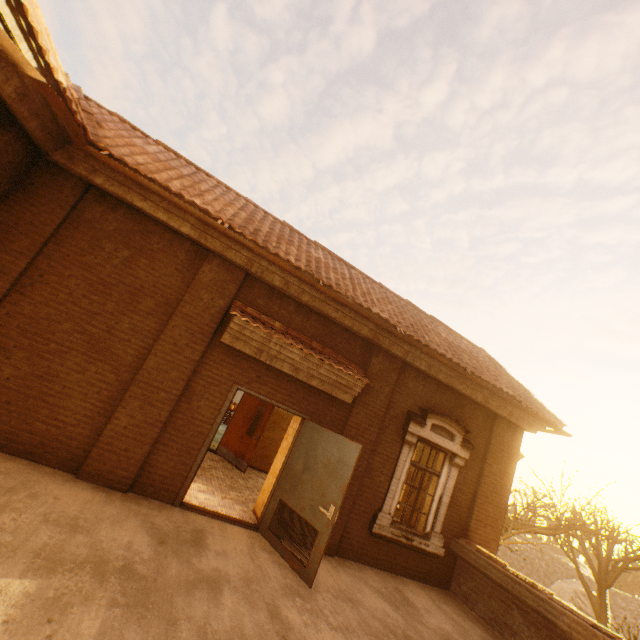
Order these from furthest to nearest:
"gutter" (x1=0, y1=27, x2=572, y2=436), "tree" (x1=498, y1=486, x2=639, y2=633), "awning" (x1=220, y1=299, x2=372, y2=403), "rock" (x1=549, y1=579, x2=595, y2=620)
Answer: "rock" (x1=549, y1=579, x2=595, y2=620)
"tree" (x1=498, y1=486, x2=639, y2=633)
"awning" (x1=220, y1=299, x2=372, y2=403)
"gutter" (x1=0, y1=27, x2=572, y2=436)

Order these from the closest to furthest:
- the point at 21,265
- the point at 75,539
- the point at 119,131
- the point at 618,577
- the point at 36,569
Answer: the point at 36,569
the point at 75,539
the point at 21,265
the point at 119,131
the point at 618,577

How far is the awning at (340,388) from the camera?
5.8m

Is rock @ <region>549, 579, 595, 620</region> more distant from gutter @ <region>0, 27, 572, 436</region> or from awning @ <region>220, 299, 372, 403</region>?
awning @ <region>220, 299, 372, 403</region>

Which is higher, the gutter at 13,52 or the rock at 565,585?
the gutter at 13,52

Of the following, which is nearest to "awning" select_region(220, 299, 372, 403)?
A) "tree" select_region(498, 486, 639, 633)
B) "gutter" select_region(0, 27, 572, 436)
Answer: "gutter" select_region(0, 27, 572, 436)

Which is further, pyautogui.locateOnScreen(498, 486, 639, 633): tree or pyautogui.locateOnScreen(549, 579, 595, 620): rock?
pyautogui.locateOnScreen(549, 579, 595, 620): rock
